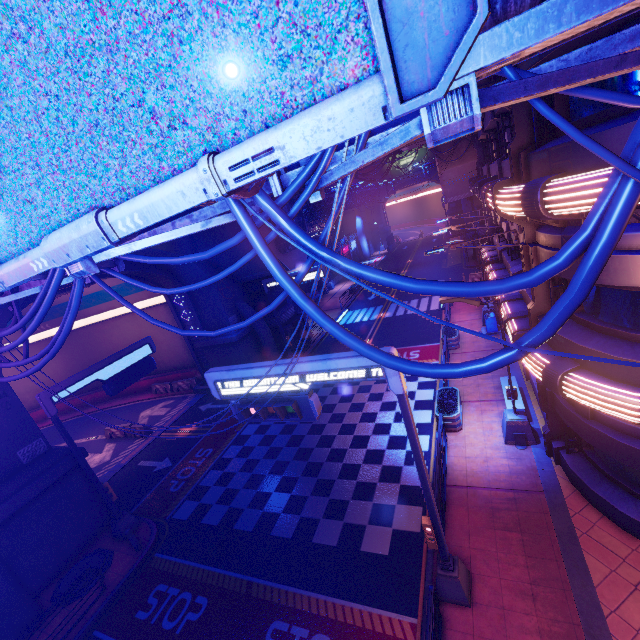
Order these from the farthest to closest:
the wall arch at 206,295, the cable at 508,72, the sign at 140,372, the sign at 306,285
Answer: the wall arch at 206,295 < the sign at 306,285 < the sign at 140,372 < the cable at 508,72

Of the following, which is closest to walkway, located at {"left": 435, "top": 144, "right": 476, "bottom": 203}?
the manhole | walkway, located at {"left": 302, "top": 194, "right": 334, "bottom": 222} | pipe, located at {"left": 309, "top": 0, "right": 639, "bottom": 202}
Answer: walkway, located at {"left": 302, "top": 194, "right": 334, "bottom": 222}

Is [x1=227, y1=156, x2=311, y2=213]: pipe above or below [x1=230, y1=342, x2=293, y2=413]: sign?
above

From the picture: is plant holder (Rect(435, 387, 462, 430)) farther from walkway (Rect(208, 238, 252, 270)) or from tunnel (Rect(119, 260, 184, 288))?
tunnel (Rect(119, 260, 184, 288))

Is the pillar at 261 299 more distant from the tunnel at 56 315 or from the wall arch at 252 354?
the tunnel at 56 315

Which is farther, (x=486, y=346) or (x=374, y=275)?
(x=486, y=346)

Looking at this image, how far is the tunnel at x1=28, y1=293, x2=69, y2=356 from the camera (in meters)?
27.67
